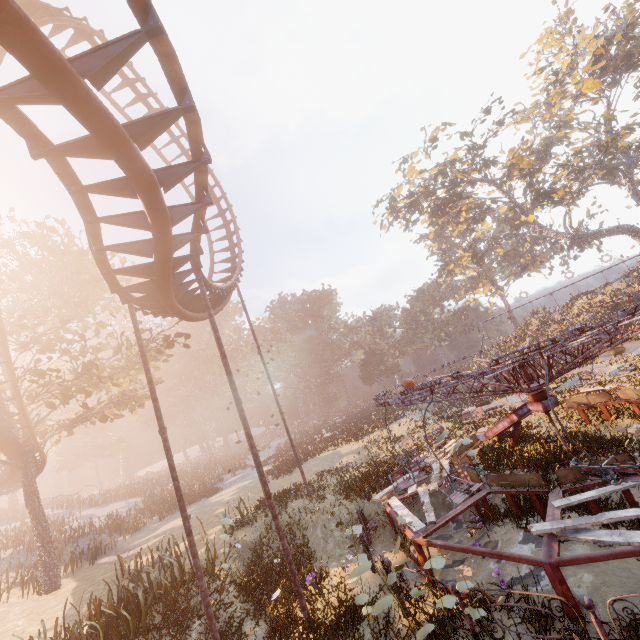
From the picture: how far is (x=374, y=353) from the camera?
56.4 meters

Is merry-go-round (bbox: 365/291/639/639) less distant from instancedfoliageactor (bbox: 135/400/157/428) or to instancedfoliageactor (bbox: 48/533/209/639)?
instancedfoliageactor (bbox: 48/533/209/639)

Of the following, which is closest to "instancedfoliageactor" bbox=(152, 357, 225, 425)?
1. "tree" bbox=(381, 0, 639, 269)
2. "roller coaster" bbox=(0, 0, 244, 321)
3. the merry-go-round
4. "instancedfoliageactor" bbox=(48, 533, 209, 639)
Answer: the merry-go-round

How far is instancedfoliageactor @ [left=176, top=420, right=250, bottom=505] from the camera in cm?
2824

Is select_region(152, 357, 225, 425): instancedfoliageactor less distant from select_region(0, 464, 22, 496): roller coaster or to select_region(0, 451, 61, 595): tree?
select_region(0, 451, 61, 595): tree

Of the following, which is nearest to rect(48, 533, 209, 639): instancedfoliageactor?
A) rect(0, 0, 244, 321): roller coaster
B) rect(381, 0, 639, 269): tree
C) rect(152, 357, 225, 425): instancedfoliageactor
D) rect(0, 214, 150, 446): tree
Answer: rect(0, 0, 244, 321): roller coaster

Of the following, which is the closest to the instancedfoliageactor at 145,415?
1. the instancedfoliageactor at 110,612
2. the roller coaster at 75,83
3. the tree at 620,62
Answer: the roller coaster at 75,83

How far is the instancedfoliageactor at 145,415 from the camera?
53.78m
